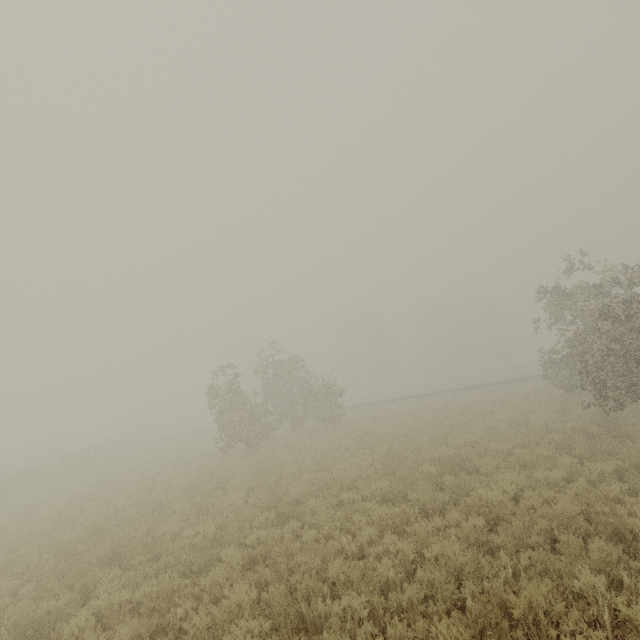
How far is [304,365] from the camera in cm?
2456
